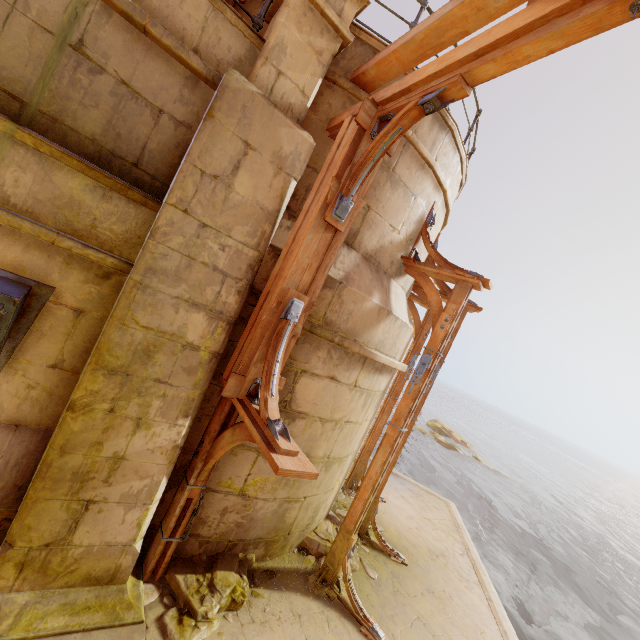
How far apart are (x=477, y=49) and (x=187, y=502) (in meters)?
5.04

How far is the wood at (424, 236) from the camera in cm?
462

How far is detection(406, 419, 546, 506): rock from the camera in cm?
2541

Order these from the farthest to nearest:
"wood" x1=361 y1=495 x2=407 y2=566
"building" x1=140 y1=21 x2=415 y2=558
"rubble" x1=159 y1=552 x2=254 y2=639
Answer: "wood" x1=361 y1=495 x2=407 y2=566 → "building" x1=140 y1=21 x2=415 y2=558 → "rubble" x1=159 y1=552 x2=254 y2=639

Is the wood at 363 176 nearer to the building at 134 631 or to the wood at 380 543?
the building at 134 631

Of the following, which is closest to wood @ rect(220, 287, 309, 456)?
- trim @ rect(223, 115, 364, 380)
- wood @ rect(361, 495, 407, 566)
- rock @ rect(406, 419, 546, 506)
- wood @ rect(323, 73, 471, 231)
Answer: trim @ rect(223, 115, 364, 380)

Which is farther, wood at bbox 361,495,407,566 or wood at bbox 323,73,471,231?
wood at bbox 361,495,407,566

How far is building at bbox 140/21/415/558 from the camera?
3.8m
